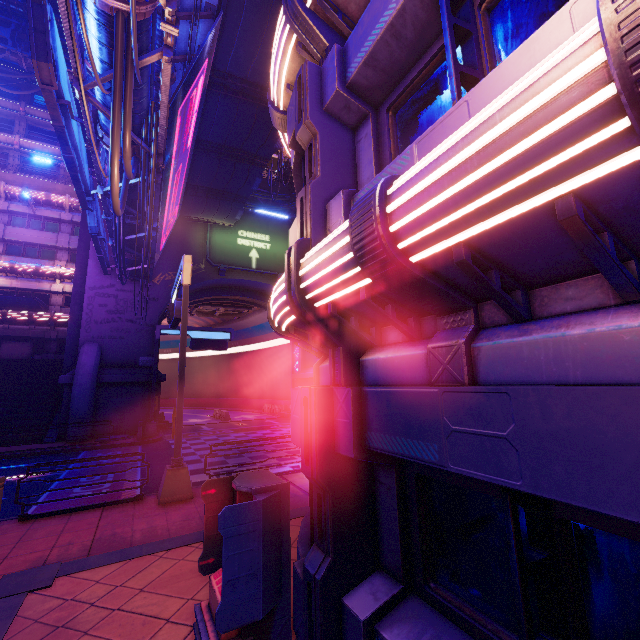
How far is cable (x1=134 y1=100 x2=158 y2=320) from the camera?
9.9m

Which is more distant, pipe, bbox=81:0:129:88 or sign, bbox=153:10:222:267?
sign, bbox=153:10:222:267

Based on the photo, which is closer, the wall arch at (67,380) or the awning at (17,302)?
the wall arch at (67,380)

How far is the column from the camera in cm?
2323

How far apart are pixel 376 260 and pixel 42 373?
32.3 meters

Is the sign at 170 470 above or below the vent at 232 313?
below

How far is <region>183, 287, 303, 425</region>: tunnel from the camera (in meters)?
30.78

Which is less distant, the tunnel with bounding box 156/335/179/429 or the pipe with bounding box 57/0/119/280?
the pipe with bounding box 57/0/119/280
